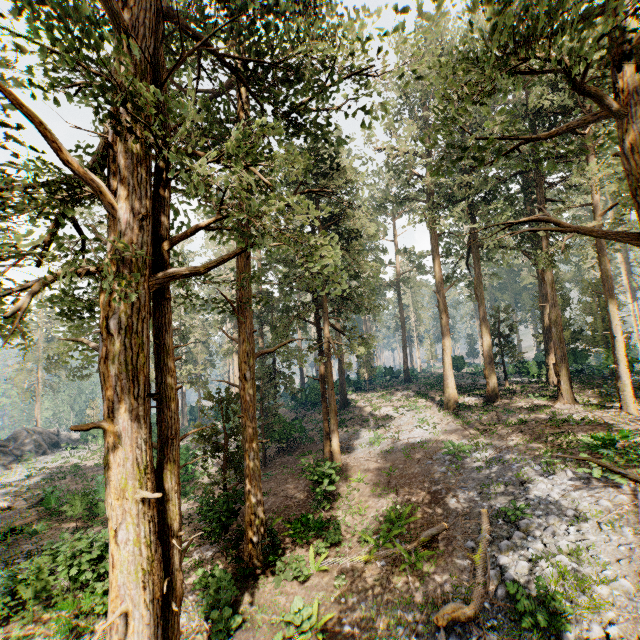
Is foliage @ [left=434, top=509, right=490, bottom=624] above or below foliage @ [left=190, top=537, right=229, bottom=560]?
above

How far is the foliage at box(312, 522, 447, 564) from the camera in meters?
11.3

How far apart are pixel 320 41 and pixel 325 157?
5.17m

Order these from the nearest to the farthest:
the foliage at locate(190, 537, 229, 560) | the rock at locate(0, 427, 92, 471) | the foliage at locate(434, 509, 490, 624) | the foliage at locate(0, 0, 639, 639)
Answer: the foliage at locate(0, 0, 639, 639)
the foliage at locate(434, 509, 490, 624)
the foliage at locate(190, 537, 229, 560)
the rock at locate(0, 427, 92, 471)

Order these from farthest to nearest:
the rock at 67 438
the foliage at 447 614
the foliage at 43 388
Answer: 1. the foliage at 43 388
2. the rock at 67 438
3. the foliage at 447 614

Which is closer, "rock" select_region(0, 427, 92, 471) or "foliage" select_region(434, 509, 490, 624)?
"foliage" select_region(434, 509, 490, 624)

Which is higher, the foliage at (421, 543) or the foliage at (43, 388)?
the foliage at (43, 388)
